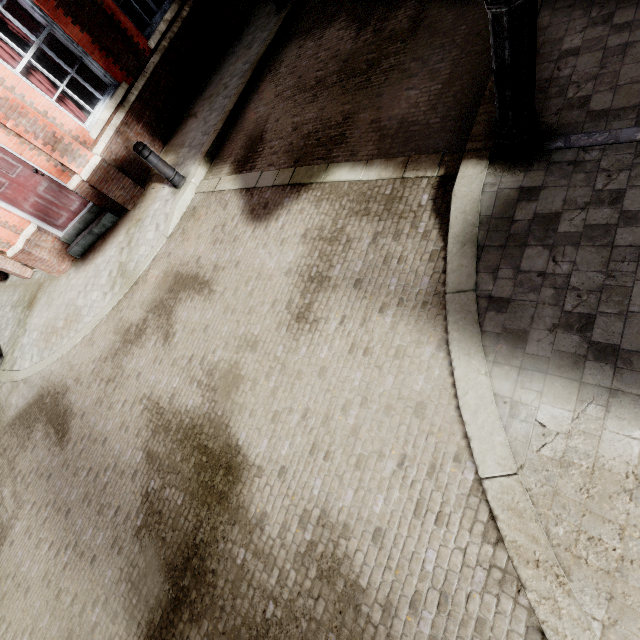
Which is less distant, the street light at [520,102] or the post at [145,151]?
the street light at [520,102]

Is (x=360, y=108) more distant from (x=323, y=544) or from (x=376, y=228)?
(x=323, y=544)

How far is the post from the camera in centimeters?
561cm

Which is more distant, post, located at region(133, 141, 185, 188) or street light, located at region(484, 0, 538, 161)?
post, located at region(133, 141, 185, 188)

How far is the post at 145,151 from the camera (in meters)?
5.61
